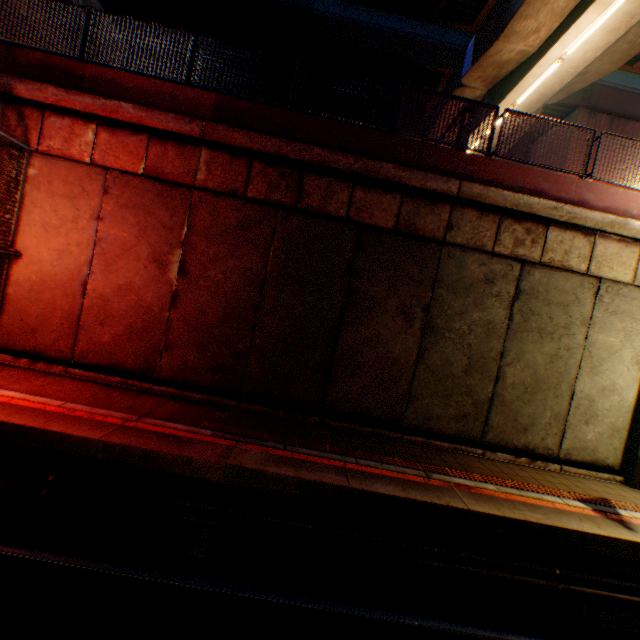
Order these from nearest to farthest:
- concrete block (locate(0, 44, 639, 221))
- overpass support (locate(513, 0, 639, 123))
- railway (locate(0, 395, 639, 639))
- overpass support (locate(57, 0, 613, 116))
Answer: railway (locate(0, 395, 639, 639)) → concrete block (locate(0, 44, 639, 221)) → overpass support (locate(513, 0, 639, 123)) → overpass support (locate(57, 0, 613, 116))

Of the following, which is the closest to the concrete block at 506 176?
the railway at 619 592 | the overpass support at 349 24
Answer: the overpass support at 349 24

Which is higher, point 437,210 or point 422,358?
point 437,210

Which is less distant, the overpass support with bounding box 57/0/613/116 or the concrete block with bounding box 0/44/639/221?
the concrete block with bounding box 0/44/639/221

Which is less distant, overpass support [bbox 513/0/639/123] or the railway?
the railway

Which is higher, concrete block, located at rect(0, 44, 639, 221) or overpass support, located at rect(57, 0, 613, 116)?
overpass support, located at rect(57, 0, 613, 116)

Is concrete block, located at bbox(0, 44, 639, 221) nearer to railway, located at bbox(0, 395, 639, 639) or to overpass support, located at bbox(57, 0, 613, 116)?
overpass support, located at bbox(57, 0, 613, 116)
